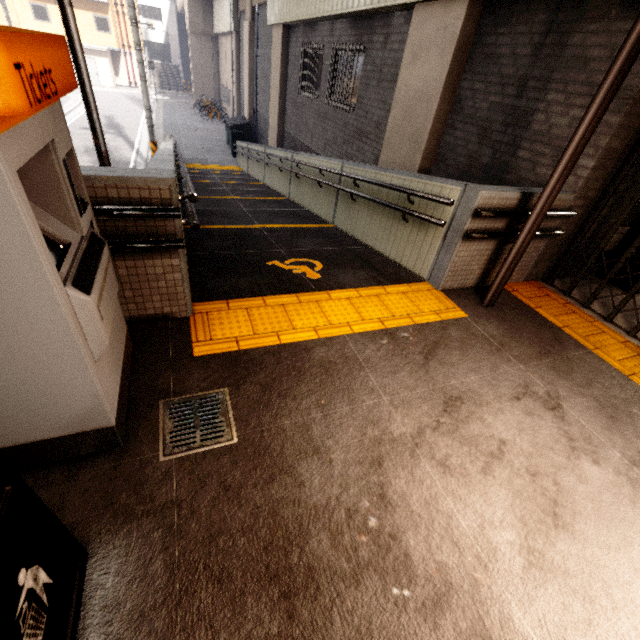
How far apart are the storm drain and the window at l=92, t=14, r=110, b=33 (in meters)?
41.70

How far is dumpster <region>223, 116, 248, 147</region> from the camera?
16.6 meters

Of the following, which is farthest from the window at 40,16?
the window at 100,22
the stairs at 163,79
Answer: the stairs at 163,79

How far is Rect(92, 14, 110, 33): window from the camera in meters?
28.2

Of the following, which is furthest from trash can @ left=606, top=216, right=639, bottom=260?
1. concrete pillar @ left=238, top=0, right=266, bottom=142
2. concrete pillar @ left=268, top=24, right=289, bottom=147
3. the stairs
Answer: the stairs

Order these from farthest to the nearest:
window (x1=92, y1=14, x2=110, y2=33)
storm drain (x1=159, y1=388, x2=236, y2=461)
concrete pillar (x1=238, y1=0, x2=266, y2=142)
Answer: window (x1=92, y1=14, x2=110, y2=33) → concrete pillar (x1=238, y1=0, x2=266, y2=142) → storm drain (x1=159, y1=388, x2=236, y2=461)

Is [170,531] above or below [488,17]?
below

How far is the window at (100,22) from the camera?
28.17m
